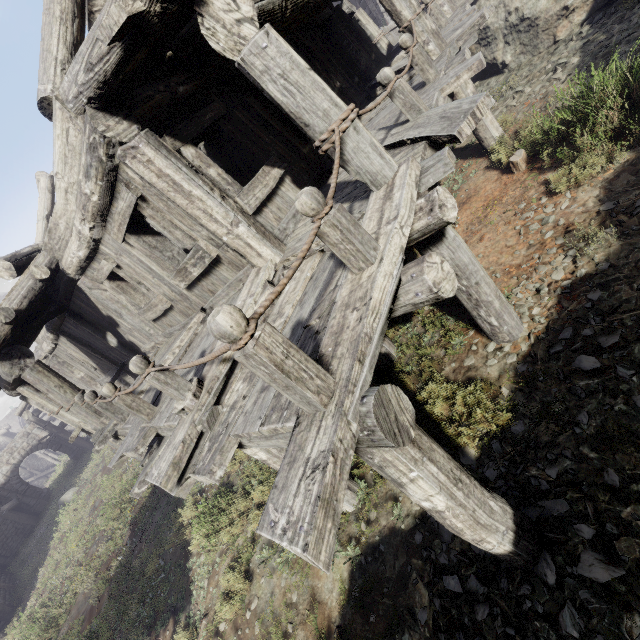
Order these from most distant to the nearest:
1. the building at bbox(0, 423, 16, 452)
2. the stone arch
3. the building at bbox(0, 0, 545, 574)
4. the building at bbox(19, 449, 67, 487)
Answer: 1. the building at bbox(0, 423, 16, 452)
2. the building at bbox(19, 449, 67, 487)
3. the stone arch
4. the building at bbox(0, 0, 545, 574)

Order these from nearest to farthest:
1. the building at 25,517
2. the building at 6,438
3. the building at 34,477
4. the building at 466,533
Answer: the building at 466,533
the building at 25,517
the building at 34,477
the building at 6,438

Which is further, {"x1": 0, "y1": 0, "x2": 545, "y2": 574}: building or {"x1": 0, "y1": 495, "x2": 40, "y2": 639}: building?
{"x1": 0, "y1": 495, "x2": 40, "y2": 639}: building

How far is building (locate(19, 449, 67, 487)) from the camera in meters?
36.5

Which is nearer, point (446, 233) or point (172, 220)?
point (446, 233)

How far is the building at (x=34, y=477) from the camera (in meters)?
36.50

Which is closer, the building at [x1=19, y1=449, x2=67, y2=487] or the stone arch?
the stone arch
